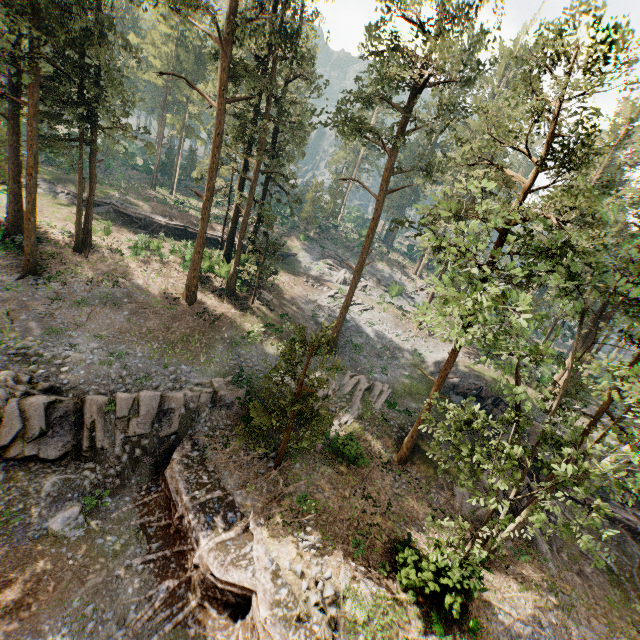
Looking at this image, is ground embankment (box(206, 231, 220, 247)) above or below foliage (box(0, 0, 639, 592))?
below

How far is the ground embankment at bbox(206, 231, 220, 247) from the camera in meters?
40.9 m

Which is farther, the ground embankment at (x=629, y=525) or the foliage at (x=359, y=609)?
the ground embankment at (x=629, y=525)

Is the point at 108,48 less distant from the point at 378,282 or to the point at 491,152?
the point at 491,152

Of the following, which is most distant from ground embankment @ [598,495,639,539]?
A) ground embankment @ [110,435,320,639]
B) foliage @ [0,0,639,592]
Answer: ground embankment @ [110,435,320,639]

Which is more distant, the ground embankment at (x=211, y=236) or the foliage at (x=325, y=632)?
the ground embankment at (x=211, y=236)

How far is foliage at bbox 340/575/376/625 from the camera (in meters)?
→ 13.23
